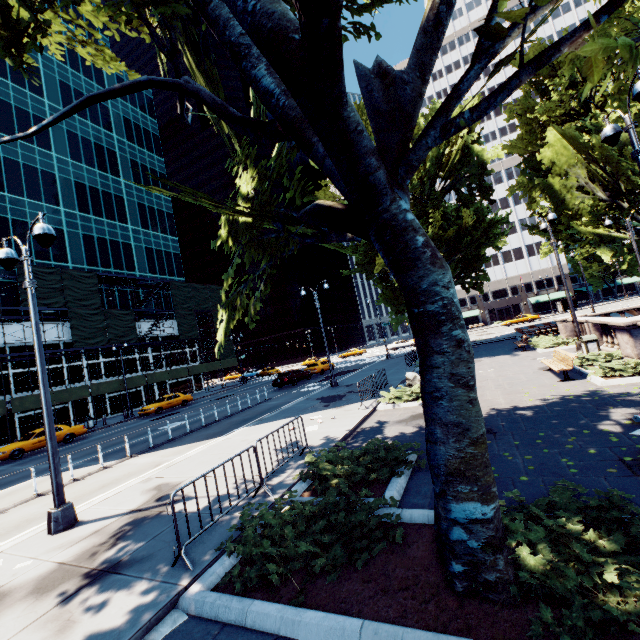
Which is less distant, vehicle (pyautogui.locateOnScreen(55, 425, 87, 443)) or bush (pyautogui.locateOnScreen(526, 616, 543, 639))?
bush (pyautogui.locateOnScreen(526, 616, 543, 639))

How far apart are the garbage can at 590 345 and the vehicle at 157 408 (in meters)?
32.18

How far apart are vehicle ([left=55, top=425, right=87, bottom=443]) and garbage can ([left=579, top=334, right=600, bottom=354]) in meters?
32.2

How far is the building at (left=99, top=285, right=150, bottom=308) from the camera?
38.5 meters

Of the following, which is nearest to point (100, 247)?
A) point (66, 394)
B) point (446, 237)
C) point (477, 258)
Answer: point (66, 394)

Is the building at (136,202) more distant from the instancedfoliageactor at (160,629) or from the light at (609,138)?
the light at (609,138)

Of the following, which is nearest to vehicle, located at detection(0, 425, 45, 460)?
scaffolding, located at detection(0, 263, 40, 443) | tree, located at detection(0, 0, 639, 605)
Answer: scaffolding, located at detection(0, 263, 40, 443)

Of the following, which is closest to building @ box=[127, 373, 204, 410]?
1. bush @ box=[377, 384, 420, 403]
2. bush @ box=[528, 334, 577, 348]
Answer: bush @ box=[377, 384, 420, 403]
